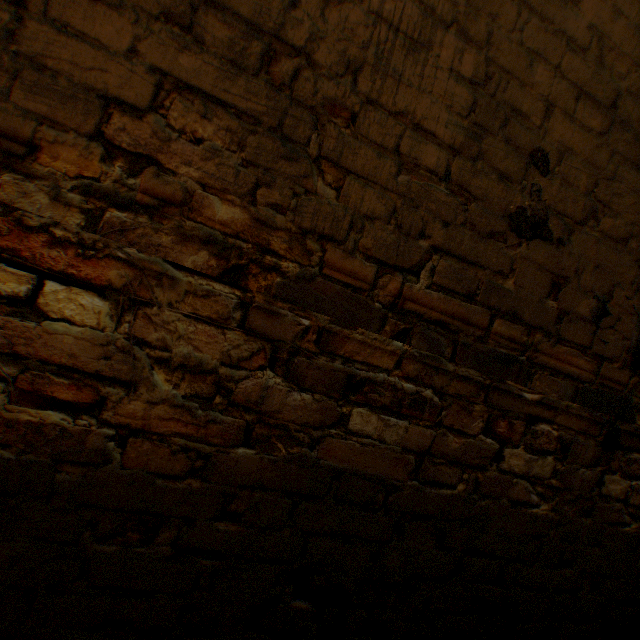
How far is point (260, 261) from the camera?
1.1 meters
